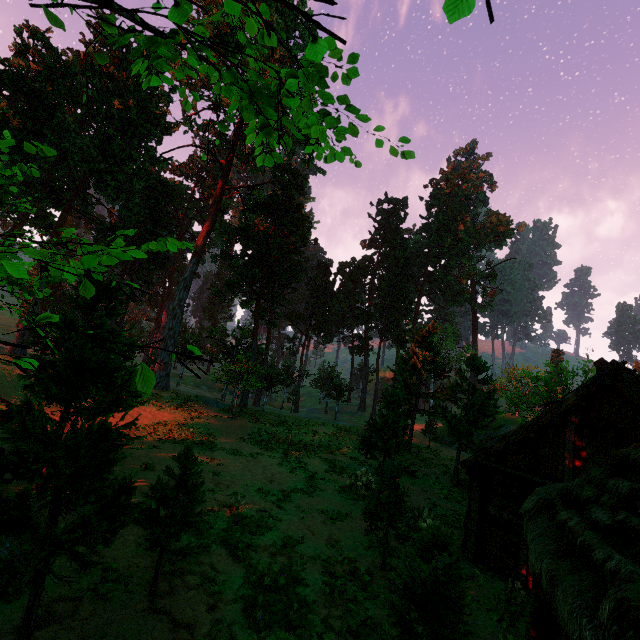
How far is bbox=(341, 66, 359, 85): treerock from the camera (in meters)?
4.13

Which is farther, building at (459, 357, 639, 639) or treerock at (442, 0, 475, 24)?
building at (459, 357, 639, 639)

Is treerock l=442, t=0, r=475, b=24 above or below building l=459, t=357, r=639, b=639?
above

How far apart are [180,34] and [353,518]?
17.33m

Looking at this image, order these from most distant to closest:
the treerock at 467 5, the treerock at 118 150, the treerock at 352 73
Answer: the treerock at 118 150 → the treerock at 352 73 → the treerock at 467 5

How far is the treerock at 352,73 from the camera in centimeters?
413cm

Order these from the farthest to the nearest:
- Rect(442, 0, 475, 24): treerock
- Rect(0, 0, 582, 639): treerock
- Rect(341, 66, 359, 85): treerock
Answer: Rect(0, 0, 582, 639): treerock < Rect(341, 66, 359, 85): treerock < Rect(442, 0, 475, 24): treerock
